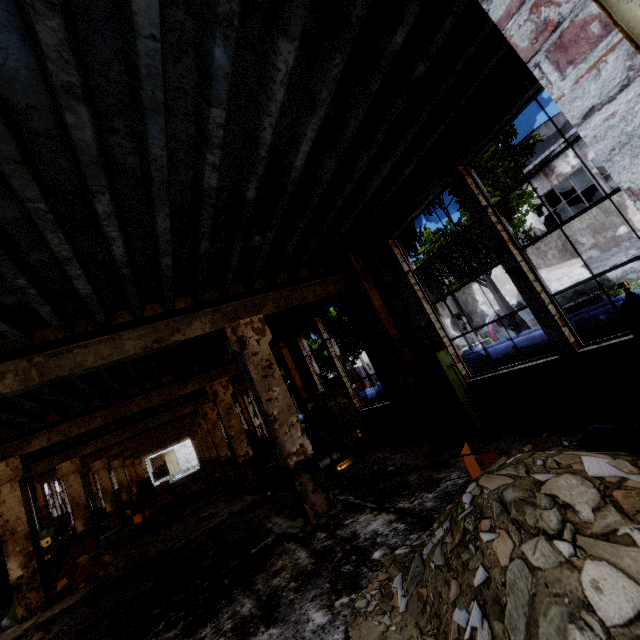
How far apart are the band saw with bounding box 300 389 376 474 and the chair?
3.56m

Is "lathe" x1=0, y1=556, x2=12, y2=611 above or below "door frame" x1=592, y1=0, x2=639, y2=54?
below

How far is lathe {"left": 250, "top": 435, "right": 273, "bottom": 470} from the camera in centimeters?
1392cm

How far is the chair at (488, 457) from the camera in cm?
402

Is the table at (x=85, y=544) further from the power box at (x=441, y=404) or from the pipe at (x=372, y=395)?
the power box at (x=441, y=404)

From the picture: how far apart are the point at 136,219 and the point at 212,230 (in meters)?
1.03

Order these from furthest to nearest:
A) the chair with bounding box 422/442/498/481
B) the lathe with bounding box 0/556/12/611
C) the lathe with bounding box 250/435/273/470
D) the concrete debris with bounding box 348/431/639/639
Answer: the lathe with bounding box 250/435/273/470
the lathe with bounding box 0/556/12/611
the chair with bounding box 422/442/498/481
the concrete debris with bounding box 348/431/639/639

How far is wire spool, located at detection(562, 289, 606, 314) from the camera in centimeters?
1408cm
